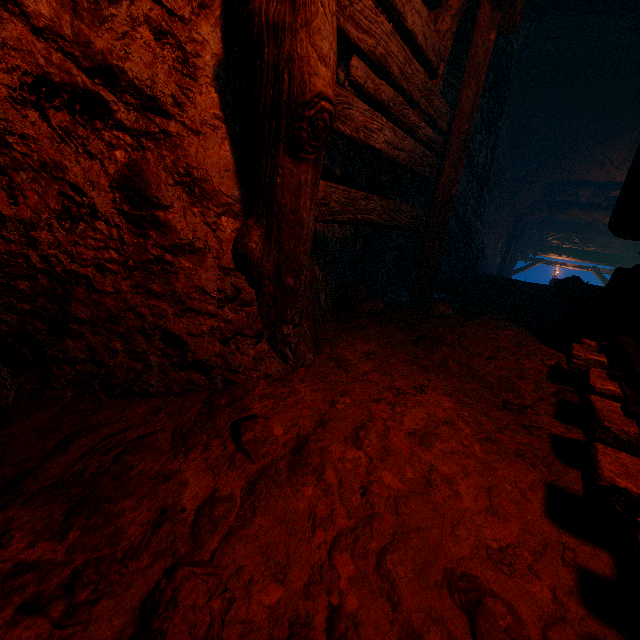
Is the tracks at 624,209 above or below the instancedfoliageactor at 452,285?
above

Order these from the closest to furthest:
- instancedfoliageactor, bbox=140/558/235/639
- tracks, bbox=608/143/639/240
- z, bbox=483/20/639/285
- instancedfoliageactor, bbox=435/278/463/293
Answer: instancedfoliageactor, bbox=140/558/235/639 → tracks, bbox=608/143/639/240 → instancedfoliageactor, bbox=435/278/463/293 → z, bbox=483/20/639/285

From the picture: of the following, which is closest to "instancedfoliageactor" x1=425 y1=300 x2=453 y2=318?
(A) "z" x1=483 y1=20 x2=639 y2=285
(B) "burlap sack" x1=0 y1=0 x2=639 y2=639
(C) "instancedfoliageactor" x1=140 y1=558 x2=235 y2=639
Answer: (B) "burlap sack" x1=0 y1=0 x2=639 y2=639

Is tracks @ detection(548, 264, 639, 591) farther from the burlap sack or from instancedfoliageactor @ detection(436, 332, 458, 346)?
instancedfoliageactor @ detection(436, 332, 458, 346)

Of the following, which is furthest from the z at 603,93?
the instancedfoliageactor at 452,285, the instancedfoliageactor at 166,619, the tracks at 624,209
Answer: the instancedfoliageactor at 166,619

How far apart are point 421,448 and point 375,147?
2.1m

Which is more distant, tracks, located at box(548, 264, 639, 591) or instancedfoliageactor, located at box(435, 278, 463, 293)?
instancedfoliageactor, located at box(435, 278, 463, 293)

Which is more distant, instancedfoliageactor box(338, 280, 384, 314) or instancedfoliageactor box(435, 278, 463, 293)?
instancedfoliageactor box(435, 278, 463, 293)
